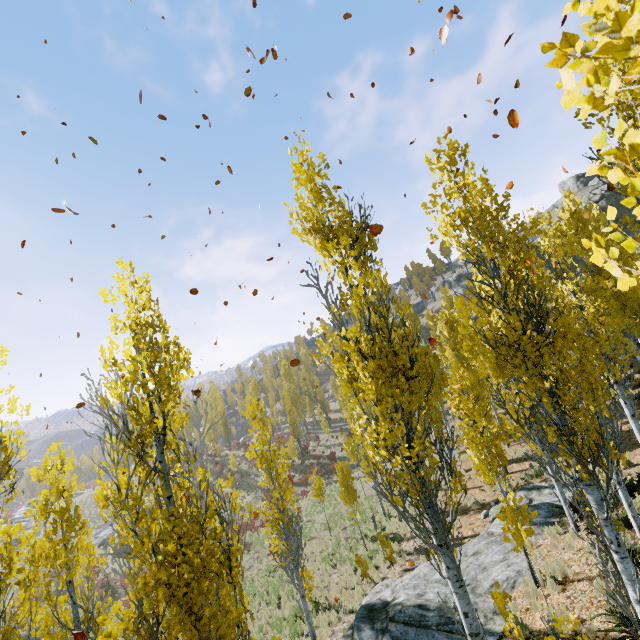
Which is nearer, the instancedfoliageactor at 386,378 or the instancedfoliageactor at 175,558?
the instancedfoliageactor at 175,558

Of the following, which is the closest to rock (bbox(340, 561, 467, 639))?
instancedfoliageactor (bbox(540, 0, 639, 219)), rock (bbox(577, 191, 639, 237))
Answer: instancedfoliageactor (bbox(540, 0, 639, 219))

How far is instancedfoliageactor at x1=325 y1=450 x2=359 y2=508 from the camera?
17.33m

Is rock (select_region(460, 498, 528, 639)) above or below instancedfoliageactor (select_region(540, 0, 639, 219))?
below

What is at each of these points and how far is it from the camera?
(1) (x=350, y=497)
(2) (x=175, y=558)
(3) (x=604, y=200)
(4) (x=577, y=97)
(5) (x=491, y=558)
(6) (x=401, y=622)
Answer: (1) instancedfoliageactor, 17.3 meters
(2) instancedfoliageactor, 3.8 meters
(3) rock, 40.2 meters
(4) instancedfoliageactor, 0.9 meters
(5) rock, 10.7 meters
(6) rock, 8.7 meters

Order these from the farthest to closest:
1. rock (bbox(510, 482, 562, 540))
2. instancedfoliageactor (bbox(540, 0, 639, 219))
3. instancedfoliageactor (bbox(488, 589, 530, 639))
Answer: rock (bbox(510, 482, 562, 540)) < instancedfoliageactor (bbox(488, 589, 530, 639)) < instancedfoliageactor (bbox(540, 0, 639, 219))

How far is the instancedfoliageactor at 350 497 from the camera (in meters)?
17.33
